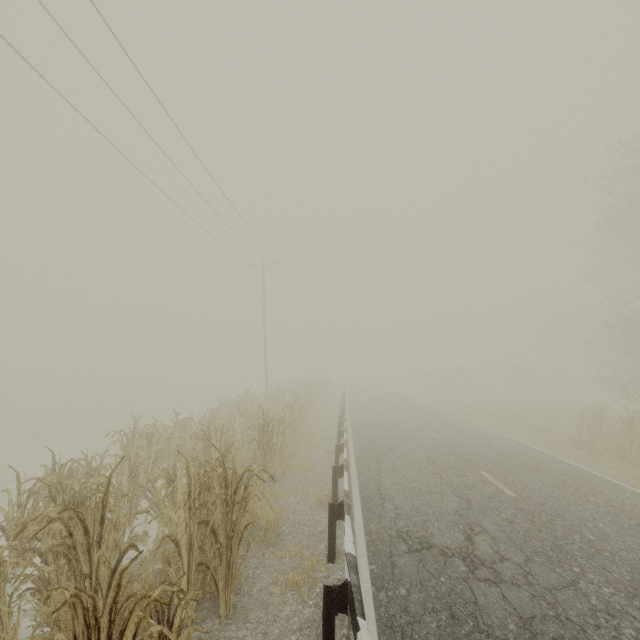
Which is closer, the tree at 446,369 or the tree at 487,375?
the tree at 446,369

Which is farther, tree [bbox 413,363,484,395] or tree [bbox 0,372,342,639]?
tree [bbox 413,363,484,395]

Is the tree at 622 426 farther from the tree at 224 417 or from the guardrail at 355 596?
the tree at 224 417

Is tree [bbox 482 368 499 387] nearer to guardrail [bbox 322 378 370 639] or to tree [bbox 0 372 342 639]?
guardrail [bbox 322 378 370 639]

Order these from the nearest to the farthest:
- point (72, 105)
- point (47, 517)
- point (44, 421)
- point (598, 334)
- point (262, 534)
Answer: point (47, 517), point (262, 534), point (72, 105), point (44, 421), point (598, 334)

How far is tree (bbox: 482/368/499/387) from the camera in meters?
53.2 m

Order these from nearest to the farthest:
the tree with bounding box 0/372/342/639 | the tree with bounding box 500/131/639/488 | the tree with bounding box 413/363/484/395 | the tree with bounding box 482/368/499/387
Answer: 1. the tree with bounding box 0/372/342/639
2. the tree with bounding box 500/131/639/488
3. the tree with bounding box 413/363/484/395
4. the tree with bounding box 482/368/499/387
